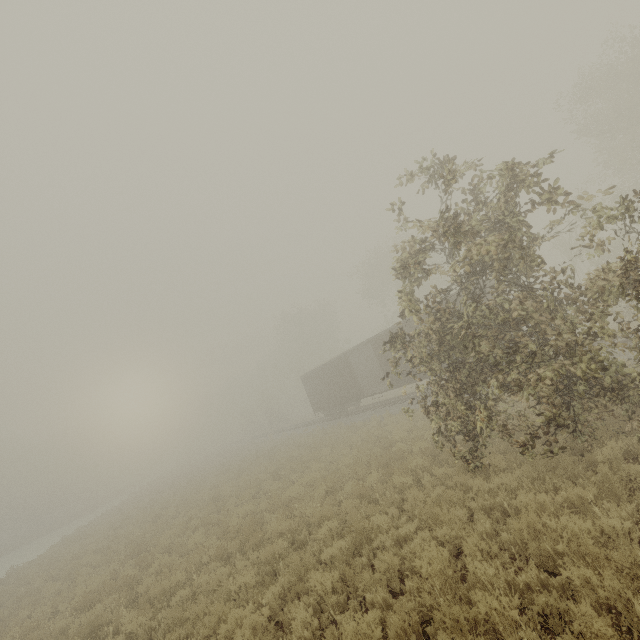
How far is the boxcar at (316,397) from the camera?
21.00m

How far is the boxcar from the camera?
21.00m

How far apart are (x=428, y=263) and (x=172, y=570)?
37.66m
